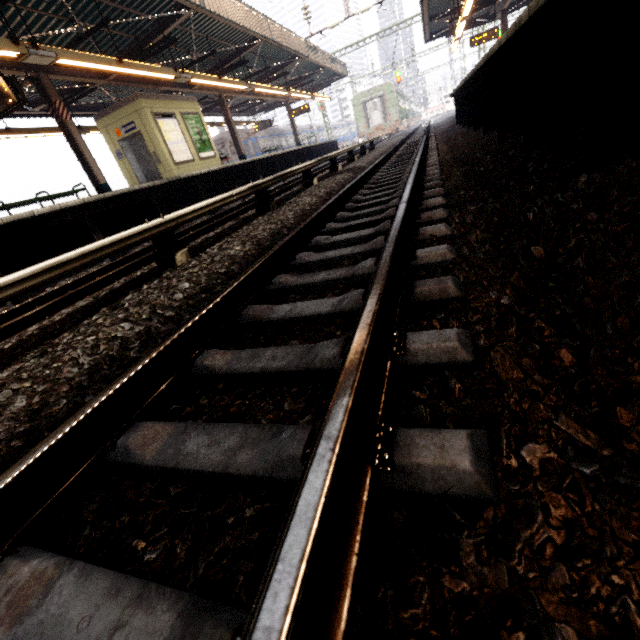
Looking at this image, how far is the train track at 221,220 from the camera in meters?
6.0 m

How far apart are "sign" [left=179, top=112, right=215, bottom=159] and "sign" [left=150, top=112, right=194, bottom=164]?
0.3 meters

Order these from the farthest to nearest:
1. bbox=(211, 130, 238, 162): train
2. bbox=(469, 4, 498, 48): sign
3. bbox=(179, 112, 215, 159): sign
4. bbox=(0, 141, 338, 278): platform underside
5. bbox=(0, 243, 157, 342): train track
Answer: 1. bbox=(211, 130, 238, 162): train
2. bbox=(469, 4, 498, 48): sign
3. bbox=(179, 112, 215, 159): sign
4. bbox=(0, 141, 338, 278): platform underside
5. bbox=(0, 243, 157, 342): train track

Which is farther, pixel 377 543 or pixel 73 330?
pixel 73 330

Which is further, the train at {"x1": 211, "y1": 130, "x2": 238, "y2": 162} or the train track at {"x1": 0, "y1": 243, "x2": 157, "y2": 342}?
the train at {"x1": 211, "y1": 130, "x2": 238, "y2": 162}

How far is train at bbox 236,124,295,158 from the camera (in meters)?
25.64

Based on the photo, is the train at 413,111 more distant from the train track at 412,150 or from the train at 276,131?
the train at 276,131

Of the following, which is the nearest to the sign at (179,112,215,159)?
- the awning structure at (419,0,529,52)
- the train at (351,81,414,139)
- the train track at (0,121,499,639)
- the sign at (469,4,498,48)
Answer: the train track at (0,121,499,639)
